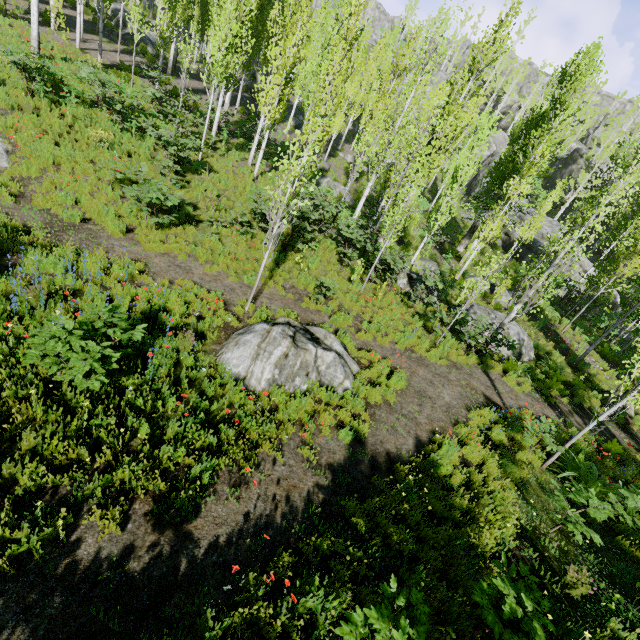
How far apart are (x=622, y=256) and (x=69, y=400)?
25.8 meters

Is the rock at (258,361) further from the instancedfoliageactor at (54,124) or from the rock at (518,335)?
the rock at (518,335)

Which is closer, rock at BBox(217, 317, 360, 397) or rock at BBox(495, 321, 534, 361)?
rock at BBox(217, 317, 360, 397)

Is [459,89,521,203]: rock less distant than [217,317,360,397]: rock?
No

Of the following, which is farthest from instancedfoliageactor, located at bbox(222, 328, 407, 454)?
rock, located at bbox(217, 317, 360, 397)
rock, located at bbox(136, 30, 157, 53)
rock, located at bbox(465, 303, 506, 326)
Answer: rock, located at bbox(465, 303, 506, 326)

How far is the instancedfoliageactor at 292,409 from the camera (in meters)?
5.75

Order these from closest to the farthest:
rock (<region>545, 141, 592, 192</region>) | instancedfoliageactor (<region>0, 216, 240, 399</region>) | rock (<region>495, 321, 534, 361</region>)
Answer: instancedfoliageactor (<region>0, 216, 240, 399</region>), rock (<region>495, 321, 534, 361</region>), rock (<region>545, 141, 592, 192</region>)

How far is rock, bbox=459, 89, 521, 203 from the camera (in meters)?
39.28
